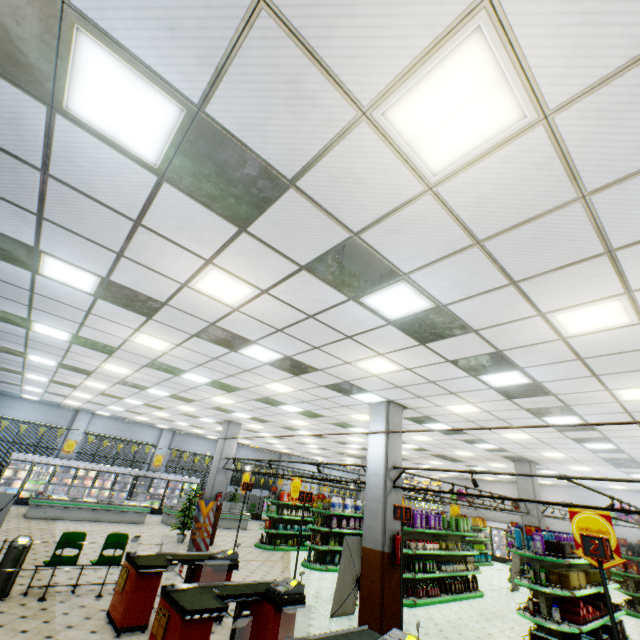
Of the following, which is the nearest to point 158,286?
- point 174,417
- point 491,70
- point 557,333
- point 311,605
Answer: point 491,70

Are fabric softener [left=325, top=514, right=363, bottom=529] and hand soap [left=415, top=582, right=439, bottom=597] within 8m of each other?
yes

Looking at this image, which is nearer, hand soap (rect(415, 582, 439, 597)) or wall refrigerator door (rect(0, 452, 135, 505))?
hand soap (rect(415, 582, 439, 597))

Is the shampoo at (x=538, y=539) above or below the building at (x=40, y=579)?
above

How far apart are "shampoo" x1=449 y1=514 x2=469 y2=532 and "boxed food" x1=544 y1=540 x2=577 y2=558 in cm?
388

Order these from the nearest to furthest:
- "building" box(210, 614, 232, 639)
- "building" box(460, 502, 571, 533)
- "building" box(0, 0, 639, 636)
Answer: "building" box(0, 0, 639, 636) → "building" box(210, 614, 232, 639) → "building" box(460, 502, 571, 533)

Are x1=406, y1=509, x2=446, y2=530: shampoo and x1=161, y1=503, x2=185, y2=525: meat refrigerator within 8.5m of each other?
no

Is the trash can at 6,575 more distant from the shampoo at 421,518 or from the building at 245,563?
the shampoo at 421,518
